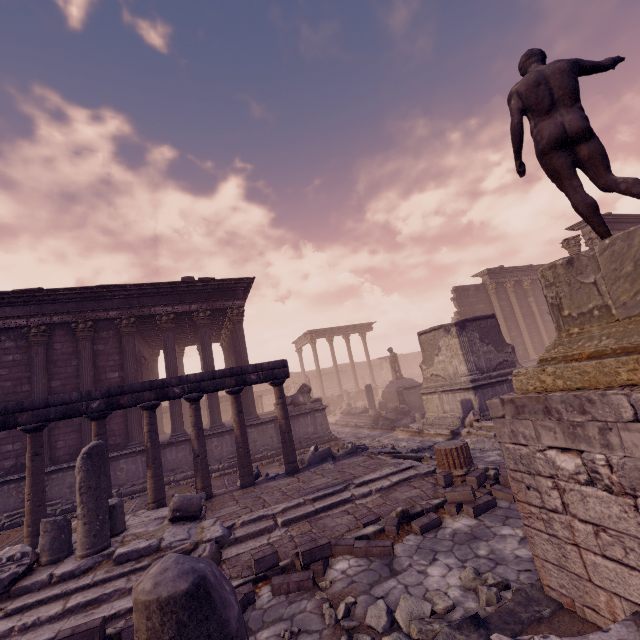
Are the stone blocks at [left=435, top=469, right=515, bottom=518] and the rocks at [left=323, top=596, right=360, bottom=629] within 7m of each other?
yes

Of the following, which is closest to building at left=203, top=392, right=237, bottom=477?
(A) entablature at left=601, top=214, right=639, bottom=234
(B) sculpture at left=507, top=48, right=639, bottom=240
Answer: (B) sculpture at left=507, top=48, right=639, bottom=240

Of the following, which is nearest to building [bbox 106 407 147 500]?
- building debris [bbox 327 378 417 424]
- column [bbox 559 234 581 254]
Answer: Answer: building debris [bbox 327 378 417 424]

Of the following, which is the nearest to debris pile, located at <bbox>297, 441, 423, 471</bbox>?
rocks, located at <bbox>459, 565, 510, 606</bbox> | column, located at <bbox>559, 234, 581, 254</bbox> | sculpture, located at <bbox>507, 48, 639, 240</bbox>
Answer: rocks, located at <bbox>459, 565, 510, 606</bbox>

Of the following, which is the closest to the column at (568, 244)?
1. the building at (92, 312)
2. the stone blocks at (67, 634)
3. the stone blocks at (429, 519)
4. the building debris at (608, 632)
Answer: the building at (92, 312)

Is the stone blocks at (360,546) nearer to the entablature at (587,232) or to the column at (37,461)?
the column at (37,461)

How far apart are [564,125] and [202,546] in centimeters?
769cm

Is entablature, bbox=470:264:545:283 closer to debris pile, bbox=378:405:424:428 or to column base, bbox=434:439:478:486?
debris pile, bbox=378:405:424:428
